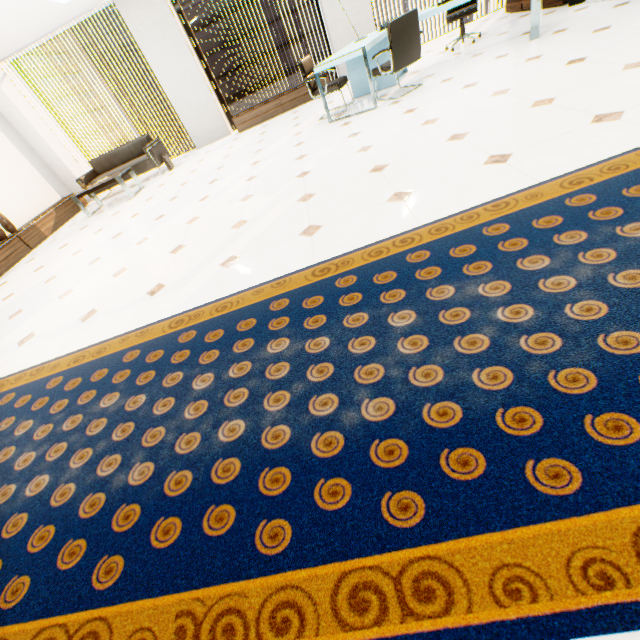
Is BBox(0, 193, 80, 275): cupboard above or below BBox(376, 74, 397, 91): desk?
above

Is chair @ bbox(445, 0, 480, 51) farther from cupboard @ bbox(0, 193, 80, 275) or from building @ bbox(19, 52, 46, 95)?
building @ bbox(19, 52, 46, 95)

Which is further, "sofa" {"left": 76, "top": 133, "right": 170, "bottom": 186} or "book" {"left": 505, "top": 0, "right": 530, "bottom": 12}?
"sofa" {"left": 76, "top": 133, "right": 170, "bottom": 186}

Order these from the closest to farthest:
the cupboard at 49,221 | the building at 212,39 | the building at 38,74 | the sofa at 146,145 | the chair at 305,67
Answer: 1. the chair at 305,67
2. the cupboard at 49,221
3. the sofa at 146,145
4. the building at 212,39
5. the building at 38,74

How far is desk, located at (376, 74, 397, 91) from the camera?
5.40m

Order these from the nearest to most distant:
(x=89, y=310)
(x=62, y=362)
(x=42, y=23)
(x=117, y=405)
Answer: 1. (x=117, y=405)
2. (x=62, y=362)
3. (x=89, y=310)
4. (x=42, y=23)

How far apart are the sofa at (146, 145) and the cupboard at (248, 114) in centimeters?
178cm

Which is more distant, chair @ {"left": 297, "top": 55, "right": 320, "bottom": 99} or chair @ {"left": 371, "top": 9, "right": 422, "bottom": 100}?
chair @ {"left": 297, "top": 55, "right": 320, "bottom": 99}
